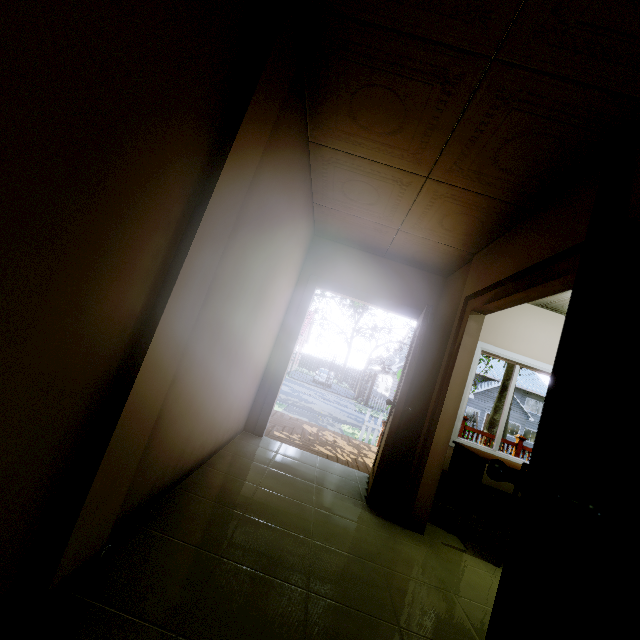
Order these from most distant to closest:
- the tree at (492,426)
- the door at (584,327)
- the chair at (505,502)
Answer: the tree at (492,426) < the chair at (505,502) < the door at (584,327)

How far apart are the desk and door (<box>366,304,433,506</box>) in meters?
0.7 m

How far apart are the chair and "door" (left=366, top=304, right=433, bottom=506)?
1.04m

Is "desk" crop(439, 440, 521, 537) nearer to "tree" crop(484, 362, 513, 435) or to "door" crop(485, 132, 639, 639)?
"door" crop(485, 132, 639, 639)

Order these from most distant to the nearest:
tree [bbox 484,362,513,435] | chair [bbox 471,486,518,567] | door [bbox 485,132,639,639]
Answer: tree [bbox 484,362,513,435] → chair [bbox 471,486,518,567] → door [bbox 485,132,639,639]

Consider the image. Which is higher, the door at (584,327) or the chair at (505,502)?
the door at (584,327)

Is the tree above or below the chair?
above

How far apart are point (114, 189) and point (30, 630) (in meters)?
1.47
